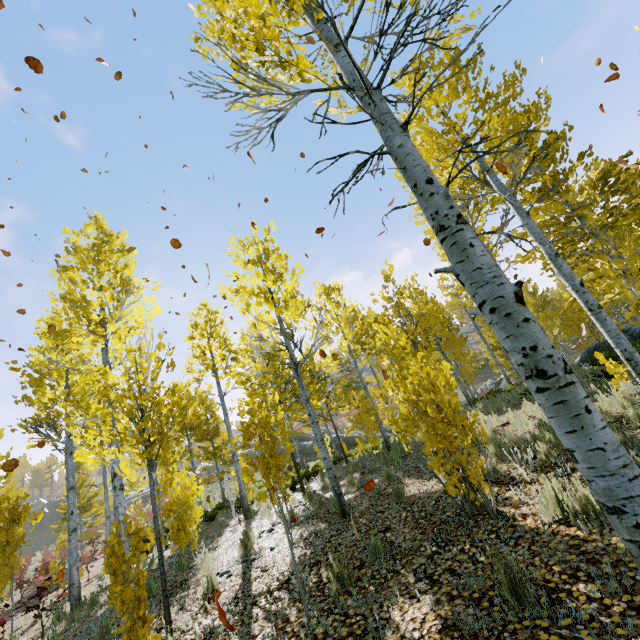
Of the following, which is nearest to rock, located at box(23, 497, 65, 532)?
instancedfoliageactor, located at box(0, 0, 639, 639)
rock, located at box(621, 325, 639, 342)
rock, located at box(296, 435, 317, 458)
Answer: rock, located at box(296, 435, 317, 458)

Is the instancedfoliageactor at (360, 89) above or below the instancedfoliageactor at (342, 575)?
above

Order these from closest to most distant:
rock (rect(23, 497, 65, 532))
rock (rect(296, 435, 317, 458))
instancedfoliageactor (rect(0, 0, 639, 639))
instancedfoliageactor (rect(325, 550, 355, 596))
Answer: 1. instancedfoliageactor (rect(0, 0, 639, 639))
2. instancedfoliageactor (rect(325, 550, 355, 596))
3. rock (rect(296, 435, 317, 458))
4. rock (rect(23, 497, 65, 532))

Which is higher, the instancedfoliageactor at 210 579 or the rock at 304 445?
the rock at 304 445

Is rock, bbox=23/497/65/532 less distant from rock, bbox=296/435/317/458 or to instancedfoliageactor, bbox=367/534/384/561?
rock, bbox=296/435/317/458

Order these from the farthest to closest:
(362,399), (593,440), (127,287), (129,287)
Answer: (362,399), (127,287), (129,287), (593,440)

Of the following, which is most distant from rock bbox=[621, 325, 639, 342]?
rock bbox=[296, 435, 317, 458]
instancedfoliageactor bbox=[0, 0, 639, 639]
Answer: rock bbox=[296, 435, 317, 458]

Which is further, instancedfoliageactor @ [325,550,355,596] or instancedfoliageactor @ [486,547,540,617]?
instancedfoliageactor @ [325,550,355,596]
